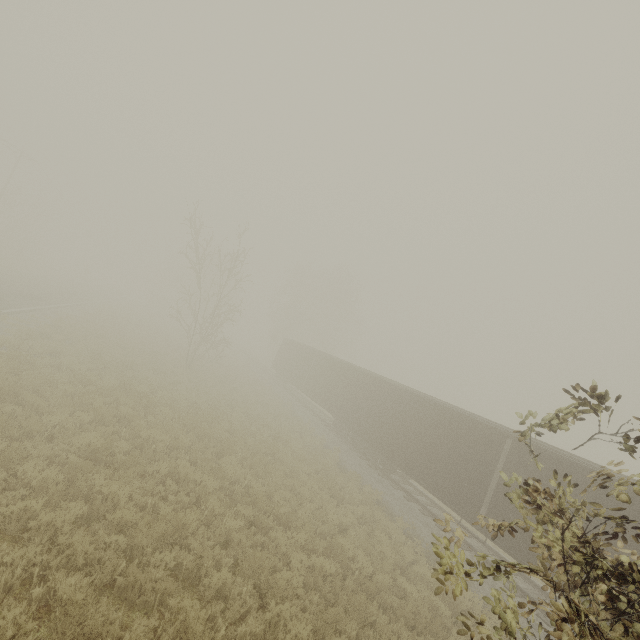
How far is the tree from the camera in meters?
47.3

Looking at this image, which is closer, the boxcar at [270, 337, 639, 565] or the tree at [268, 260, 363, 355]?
the boxcar at [270, 337, 639, 565]

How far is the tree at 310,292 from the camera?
47.3 meters

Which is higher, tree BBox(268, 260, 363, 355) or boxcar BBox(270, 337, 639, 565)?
tree BBox(268, 260, 363, 355)

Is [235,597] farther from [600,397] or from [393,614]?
[600,397]

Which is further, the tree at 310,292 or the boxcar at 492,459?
the tree at 310,292
